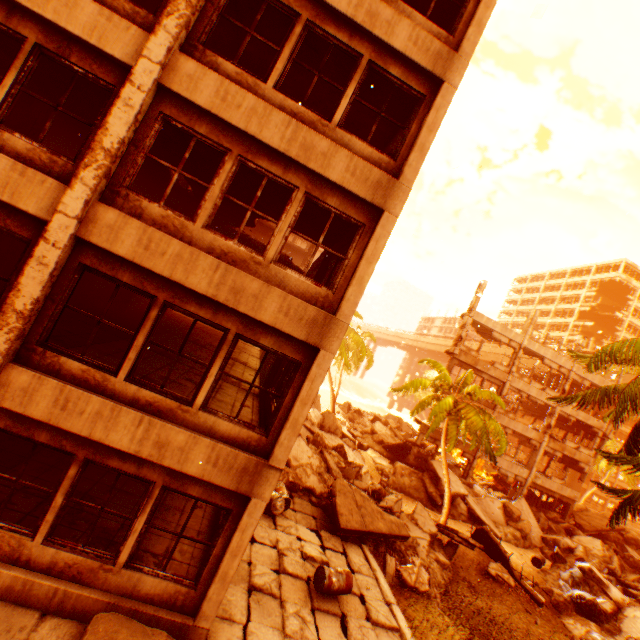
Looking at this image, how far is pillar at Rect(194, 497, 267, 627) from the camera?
5.8m

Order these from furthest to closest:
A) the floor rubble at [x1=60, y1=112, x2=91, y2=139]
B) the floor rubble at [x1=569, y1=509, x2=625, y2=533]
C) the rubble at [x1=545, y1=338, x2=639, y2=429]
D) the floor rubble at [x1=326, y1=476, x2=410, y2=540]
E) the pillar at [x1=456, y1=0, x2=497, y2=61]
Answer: the floor rubble at [x1=569, y1=509, x2=625, y2=533]
the floor rubble at [x1=326, y1=476, x2=410, y2=540]
the floor rubble at [x1=60, y1=112, x2=91, y2=139]
the rubble at [x1=545, y1=338, x2=639, y2=429]
the pillar at [x1=456, y1=0, x2=497, y2=61]

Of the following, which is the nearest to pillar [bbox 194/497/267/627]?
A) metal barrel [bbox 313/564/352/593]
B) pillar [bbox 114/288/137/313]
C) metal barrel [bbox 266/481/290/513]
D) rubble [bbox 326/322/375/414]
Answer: metal barrel [bbox 266/481/290/513]

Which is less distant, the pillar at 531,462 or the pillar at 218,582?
the pillar at 218,582

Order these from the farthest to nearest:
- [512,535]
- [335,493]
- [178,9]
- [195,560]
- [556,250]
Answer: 1. [556,250]
2. [512,535]
3. [335,493]
4. [195,560]
5. [178,9]

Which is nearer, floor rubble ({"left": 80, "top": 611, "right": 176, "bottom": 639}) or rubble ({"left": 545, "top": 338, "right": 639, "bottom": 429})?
floor rubble ({"left": 80, "top": 611, "right": 176, "bottom": 639})

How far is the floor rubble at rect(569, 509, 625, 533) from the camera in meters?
25.8 m

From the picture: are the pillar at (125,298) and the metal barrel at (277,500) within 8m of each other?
no
